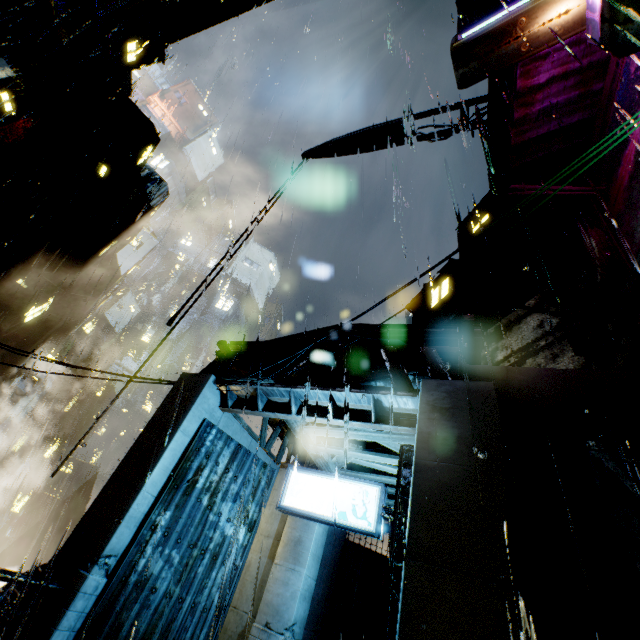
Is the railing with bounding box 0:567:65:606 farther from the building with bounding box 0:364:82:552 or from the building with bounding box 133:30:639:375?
the building with bounding box 0:364:82:552

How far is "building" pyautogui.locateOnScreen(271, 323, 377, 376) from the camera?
8.6 meters

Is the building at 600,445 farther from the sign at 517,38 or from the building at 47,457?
the building at 47,457

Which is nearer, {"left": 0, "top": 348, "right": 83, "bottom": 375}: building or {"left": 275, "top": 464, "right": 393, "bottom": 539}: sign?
{"left": 275, "top": 464, "right": 393, "bottom": 539}: sign

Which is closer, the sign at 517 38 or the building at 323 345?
the sign at 517 38

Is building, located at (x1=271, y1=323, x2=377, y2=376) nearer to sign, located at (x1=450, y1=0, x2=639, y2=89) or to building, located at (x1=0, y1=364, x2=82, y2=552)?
sign, located at (x1=450, y1=0, x2=639, y2=89)

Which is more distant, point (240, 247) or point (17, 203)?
point (17, 203)

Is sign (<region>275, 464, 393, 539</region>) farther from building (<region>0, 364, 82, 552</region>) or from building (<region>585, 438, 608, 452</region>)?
building (<region>0, 364, 82, 552</region>)
